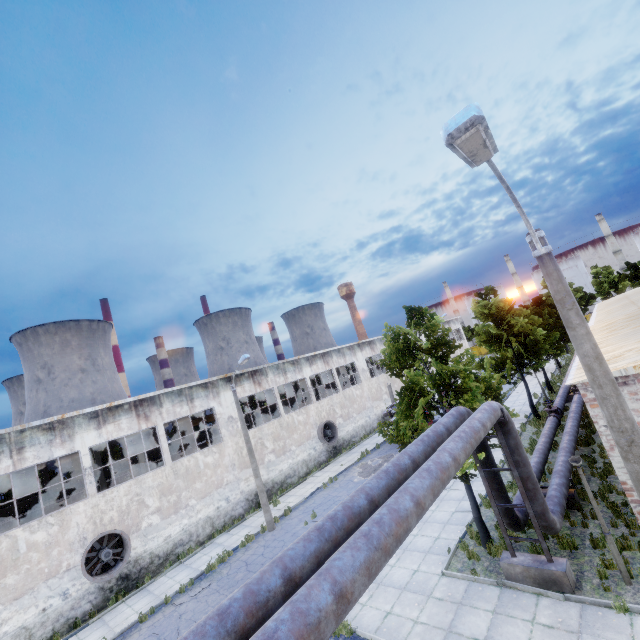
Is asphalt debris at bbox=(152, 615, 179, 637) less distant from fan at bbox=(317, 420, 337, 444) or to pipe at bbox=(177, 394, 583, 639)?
pipe at bbox=(177, 394, 583, 639)

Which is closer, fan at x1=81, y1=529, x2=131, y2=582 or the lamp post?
the lamp post

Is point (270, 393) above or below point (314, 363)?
below

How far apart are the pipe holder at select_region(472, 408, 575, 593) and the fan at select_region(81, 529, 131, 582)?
17.98m

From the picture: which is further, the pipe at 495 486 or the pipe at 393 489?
the pipe at 495 486

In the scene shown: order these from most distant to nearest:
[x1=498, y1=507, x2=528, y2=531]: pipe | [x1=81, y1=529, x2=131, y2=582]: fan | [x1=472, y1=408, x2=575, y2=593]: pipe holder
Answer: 1. [x1=81, y1=529, x2=131, y2=582]: fan
2. [x1=498, y1=507, x2=528, y2=531]: pipe
3. [x1=472, y1=408, x2=575, y2=593]: pipe holder

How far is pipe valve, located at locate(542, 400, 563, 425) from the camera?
18.7m

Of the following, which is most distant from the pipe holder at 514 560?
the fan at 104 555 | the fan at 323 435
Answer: the fan at 323 435
